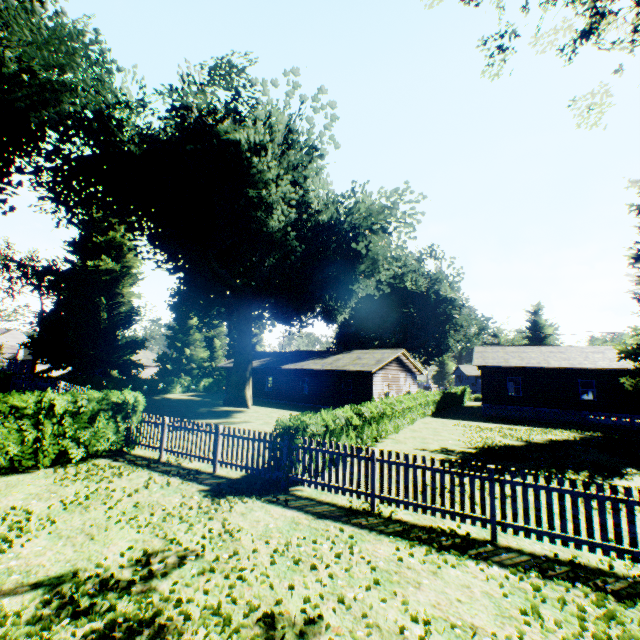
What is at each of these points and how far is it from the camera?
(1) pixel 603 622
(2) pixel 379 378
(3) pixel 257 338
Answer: (1) plant, 4.2m
(2) house, 28.3m
(3) tree, 56.3m

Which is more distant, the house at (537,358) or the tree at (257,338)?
the tree at (257,338)

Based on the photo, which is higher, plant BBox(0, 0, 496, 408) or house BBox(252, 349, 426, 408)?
plant BBox(0, 0, 496, 408)

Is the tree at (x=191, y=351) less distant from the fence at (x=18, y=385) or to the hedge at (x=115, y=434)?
the hedge at (x=115, y=434)

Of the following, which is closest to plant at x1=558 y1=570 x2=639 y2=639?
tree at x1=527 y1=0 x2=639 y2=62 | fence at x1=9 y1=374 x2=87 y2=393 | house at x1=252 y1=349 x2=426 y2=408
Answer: fence at x1=9 y1=374 x2=87 y2=393

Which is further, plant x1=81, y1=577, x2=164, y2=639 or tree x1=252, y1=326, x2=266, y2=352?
tree x1=252, y1=326, x2=266, y2=352

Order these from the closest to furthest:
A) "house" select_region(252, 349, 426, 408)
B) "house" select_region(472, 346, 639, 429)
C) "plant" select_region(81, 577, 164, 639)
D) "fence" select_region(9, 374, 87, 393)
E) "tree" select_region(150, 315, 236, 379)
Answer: "plant" select_region(81, 577, 164, 639) → "fence" select_region(9, 374, 87, 393) → "house" select_region(472, 346, 639, 429) → "house" select_region(252, 349, 426, 408) → "tree" select_region(150, 315, 236, 379)

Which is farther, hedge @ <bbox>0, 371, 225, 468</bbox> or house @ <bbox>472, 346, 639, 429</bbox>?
house @ <bbox>472, 346, 639, 429</bbox>
